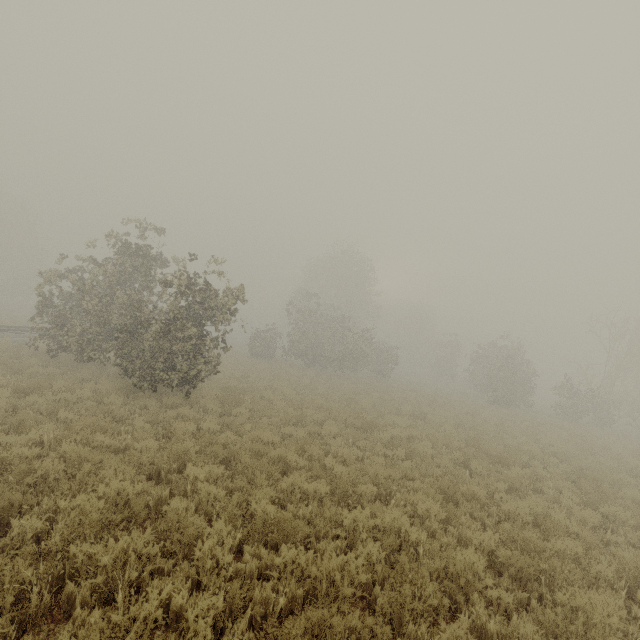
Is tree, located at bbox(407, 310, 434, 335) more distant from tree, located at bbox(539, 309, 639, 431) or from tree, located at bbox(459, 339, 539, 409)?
tree, located at bbox(539, 309, 639, 431)

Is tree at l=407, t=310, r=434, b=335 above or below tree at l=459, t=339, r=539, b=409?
above

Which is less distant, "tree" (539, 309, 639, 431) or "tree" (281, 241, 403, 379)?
"tree" (539, 309, 639, 431)

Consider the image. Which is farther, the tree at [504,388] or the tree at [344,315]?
the tree at [344,315]

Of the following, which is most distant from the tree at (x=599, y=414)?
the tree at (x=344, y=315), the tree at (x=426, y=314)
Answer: the tree at (x=426, y=314)

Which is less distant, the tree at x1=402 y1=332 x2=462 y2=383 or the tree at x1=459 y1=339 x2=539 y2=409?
the tree at x1=459 y1=339 x2=539 y2=409

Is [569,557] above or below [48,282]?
below
